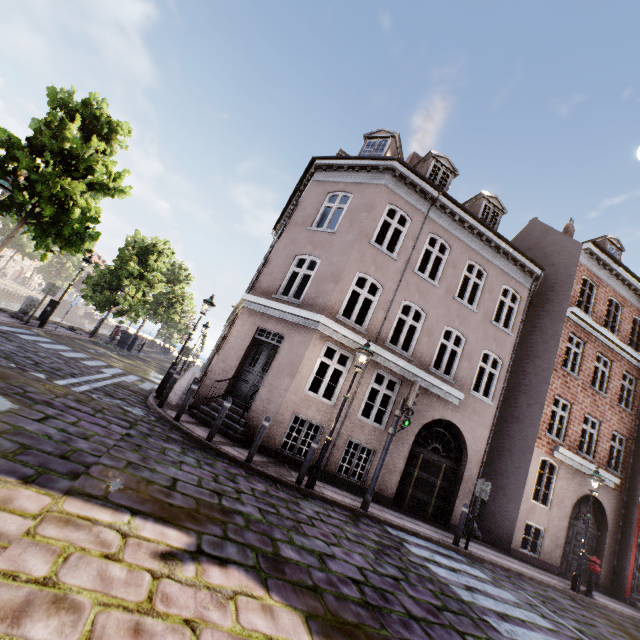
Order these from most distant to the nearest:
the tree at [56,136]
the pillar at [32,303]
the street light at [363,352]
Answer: the pillar at [32,303]
the tree at [56,136]
the street light at [363,352]

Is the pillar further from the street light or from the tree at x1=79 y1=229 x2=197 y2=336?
the street light

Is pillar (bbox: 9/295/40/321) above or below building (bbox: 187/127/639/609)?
below

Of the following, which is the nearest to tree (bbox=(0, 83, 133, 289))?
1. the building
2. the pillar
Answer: the pillar

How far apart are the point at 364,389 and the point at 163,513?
7.52m

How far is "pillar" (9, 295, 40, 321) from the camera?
13.6m

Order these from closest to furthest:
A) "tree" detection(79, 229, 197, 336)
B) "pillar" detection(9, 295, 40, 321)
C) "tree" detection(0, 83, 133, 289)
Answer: "tree" detection(0, 83, 133, 289)
"pillar" detection(9, 295, 40, 321)
"tree" detection(79, 229, 197, 336)

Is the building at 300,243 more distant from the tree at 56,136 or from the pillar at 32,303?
the pillar at 32,303
